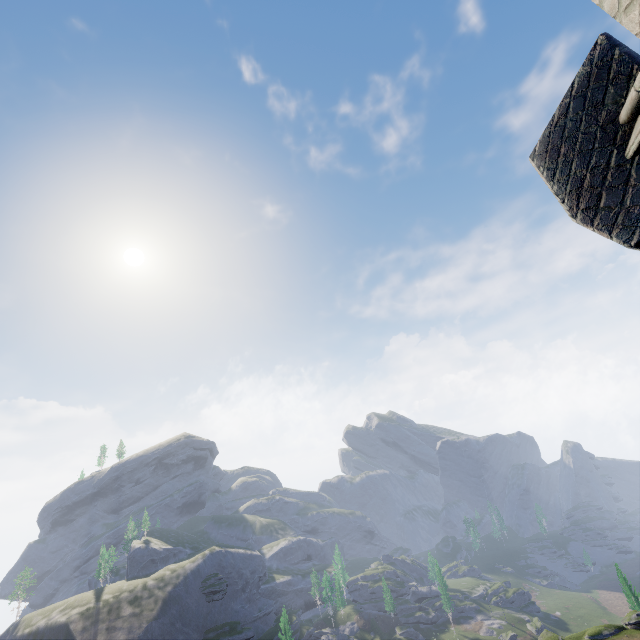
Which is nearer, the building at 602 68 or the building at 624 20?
the building at 624 20

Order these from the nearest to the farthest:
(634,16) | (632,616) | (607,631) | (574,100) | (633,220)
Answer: (634,16) → (633,220) → (574,100) → (607,631) → (632,616)

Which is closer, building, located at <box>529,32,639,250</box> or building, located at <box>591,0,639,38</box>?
building, located at <box>591,0,639,38</box>
